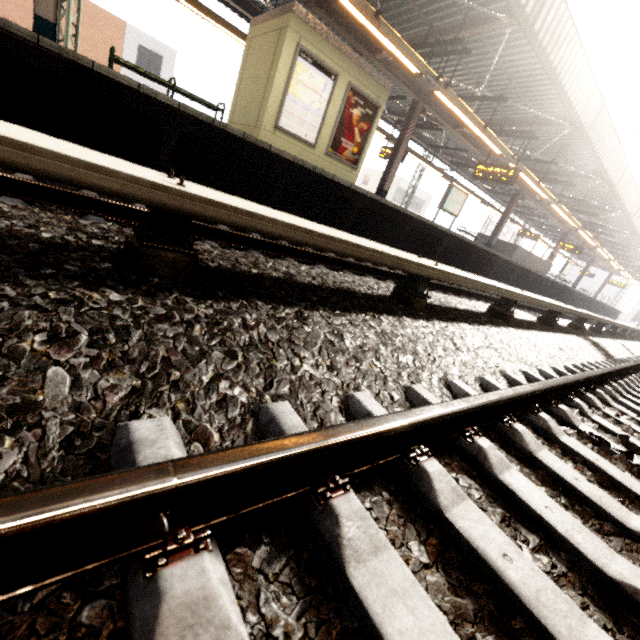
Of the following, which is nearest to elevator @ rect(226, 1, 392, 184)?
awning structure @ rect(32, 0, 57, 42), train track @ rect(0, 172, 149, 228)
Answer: awning structure @ rect(32, 0, 57, 42)

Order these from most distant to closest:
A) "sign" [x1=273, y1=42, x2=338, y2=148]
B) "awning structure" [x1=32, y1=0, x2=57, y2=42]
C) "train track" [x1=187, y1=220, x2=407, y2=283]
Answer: "sign" [x1=273, y1=42, x2=338, y2=148], "awning structure" [x1=32, y1=0, x2=57, y2=42], "train track" [x1=187, y1=220, x2=407, y2=283]

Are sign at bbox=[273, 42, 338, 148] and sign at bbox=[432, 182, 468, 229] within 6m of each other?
no

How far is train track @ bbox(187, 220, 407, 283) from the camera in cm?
340

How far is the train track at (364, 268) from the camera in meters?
3.4 m

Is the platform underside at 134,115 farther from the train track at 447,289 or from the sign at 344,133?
the sign at 344,133

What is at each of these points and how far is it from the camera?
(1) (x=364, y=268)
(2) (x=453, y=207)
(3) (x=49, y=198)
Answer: (1) train track, 5.0 meters
(2) sign, 14.9 meters
(3) train track, 2.6 meters

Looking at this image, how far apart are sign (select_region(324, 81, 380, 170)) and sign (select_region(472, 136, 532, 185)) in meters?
4.8
